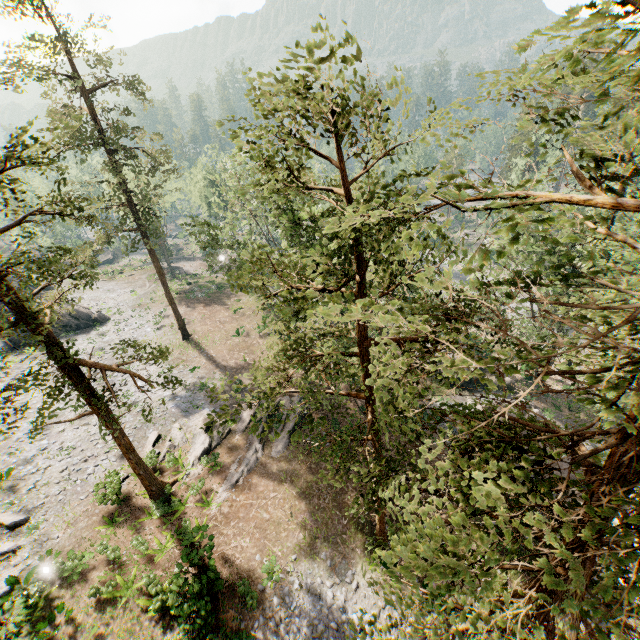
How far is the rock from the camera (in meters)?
35.97

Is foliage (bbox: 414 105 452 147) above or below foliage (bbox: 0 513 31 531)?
above

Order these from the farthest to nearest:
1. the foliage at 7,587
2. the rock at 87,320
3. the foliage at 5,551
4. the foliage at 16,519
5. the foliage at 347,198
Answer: the rock at 87,320 < the foliage at 16,519 < the foliage at 5,551 < the foliage at 7,587 < the foliage at 347,198

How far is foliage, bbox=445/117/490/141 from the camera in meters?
4.5

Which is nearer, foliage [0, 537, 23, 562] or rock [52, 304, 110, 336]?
foliage [0, 537, 23, 562]

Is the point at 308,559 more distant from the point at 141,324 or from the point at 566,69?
the point at 141,324

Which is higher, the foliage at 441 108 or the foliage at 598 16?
the foliage at 598 16
